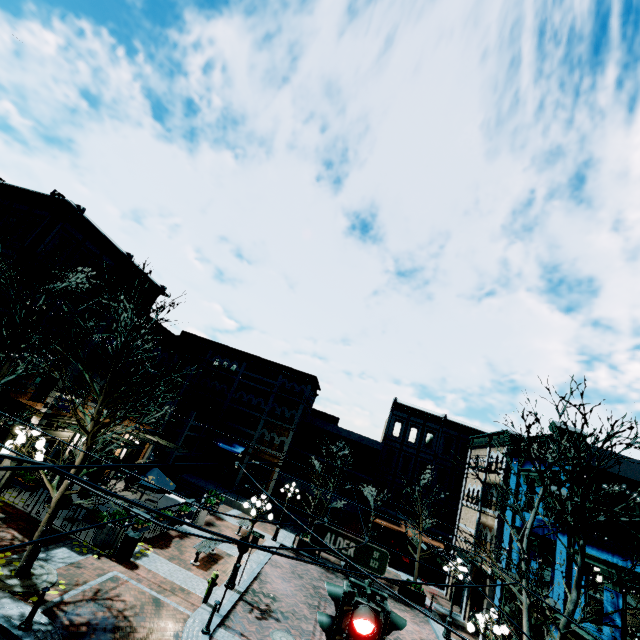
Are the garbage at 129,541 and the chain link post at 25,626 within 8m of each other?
yes

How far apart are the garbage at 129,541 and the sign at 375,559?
9.49m

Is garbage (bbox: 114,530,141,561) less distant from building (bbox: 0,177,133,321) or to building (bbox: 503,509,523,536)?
building (bbox: 0,177,133,321)

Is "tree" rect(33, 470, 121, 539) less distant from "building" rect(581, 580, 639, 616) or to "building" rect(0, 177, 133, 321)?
"building" rect(0, 177, 133, 321)

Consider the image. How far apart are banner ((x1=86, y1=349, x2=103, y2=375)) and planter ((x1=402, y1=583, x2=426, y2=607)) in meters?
21.8

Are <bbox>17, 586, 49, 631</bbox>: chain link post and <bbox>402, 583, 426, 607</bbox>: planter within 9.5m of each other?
no

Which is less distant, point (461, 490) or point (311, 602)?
point (311, 602)

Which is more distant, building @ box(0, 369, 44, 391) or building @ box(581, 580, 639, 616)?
building @ box(0, 369, 44, 391)
